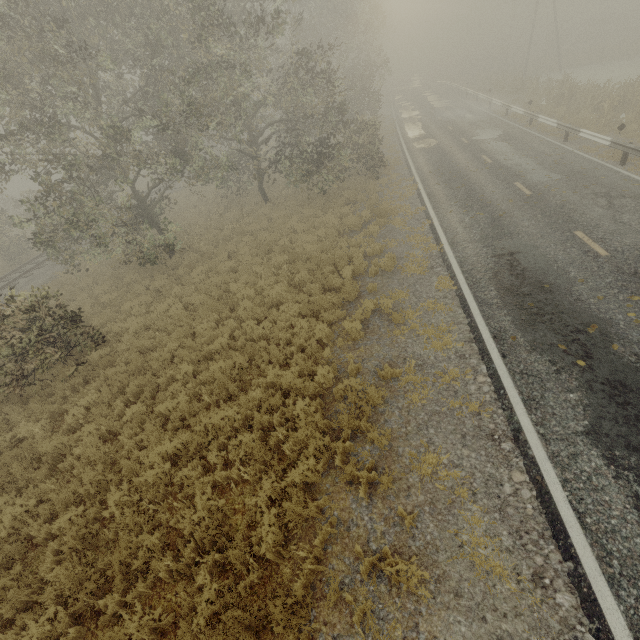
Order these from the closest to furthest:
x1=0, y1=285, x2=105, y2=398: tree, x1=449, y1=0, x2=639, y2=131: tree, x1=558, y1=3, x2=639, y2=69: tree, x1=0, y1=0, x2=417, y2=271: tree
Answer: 1. x1=0, y1=285, x2=105, y2=398: tree
2. x1=0, y1=0, x2=417, y2=271: tree
3. x1=449, y1=0, x2=639, y2=131: tree
4. x1=558, y1=3, x2=639, y2=69: tree

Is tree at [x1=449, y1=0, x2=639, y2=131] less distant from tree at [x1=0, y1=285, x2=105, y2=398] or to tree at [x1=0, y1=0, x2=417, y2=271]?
tree at [x1=0, y1=285, x2=105, y2=398]

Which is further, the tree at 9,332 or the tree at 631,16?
the tree at 631,16

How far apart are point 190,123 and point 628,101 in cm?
2399

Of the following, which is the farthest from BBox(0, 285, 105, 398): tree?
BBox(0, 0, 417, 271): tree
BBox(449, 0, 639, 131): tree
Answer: BBox(449, 0, 639, 131): tree

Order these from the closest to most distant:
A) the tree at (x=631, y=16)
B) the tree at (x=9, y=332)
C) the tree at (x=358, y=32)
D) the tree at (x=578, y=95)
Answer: the tree at (x=9, y=332) < the tree at (x=358, y=32) < the tree at (x=578, y=95) < the tree at (x=631, y=16)
